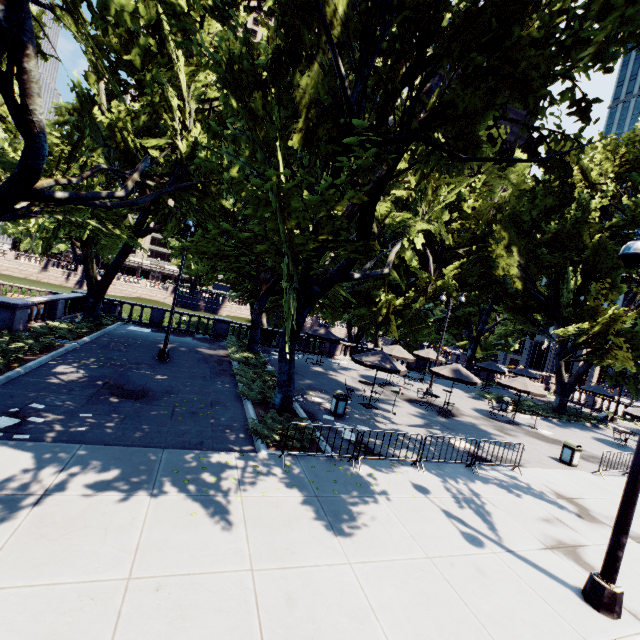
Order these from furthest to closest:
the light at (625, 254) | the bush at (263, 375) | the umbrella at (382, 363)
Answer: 1. the umbrella at (382, 363)
2. the bush at (263, 375)
3. the light at (625, 254)

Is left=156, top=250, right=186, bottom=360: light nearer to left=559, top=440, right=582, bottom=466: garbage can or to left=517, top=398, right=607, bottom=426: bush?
left=559, top=440, right=582, bottom=466: garbage can

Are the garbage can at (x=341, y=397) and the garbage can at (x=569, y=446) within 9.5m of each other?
no

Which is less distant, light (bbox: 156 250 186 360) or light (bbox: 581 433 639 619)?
light (bbox: 581 433 639 619)

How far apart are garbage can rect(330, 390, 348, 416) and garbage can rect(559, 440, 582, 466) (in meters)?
10.14

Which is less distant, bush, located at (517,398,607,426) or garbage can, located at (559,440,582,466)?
garbage can, located at (559,440,582,466)

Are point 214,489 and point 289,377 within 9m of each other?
yes

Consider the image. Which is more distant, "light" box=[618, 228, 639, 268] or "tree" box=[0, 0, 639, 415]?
"tree" box=[0, 0, 639, 415]
